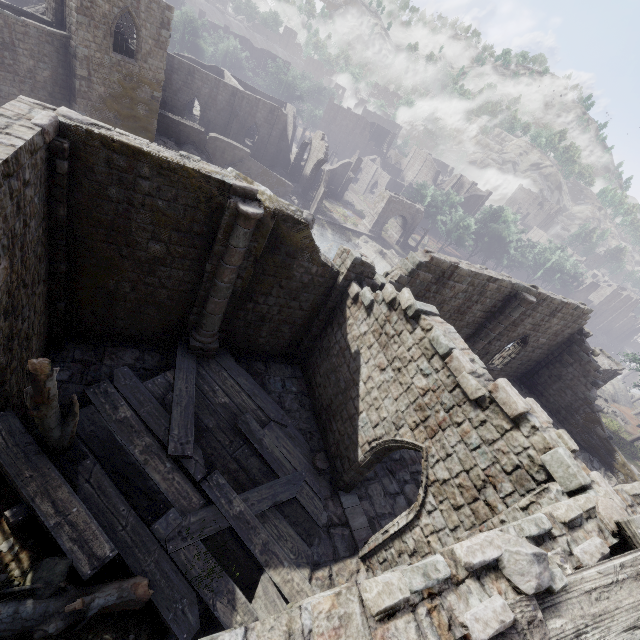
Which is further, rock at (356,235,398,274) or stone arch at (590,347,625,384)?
rock at (356,235,398,274)

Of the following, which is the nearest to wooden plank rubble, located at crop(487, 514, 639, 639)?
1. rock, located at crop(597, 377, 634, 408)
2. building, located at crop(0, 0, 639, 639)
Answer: building, located at crop(0, 0, 639, 639)

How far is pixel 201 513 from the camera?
8.16m

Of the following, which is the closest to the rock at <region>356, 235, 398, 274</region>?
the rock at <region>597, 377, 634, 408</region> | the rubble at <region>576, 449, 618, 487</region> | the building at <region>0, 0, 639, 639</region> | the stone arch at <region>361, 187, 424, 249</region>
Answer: the stone arch at <region>361, 187, 424, 249</region>

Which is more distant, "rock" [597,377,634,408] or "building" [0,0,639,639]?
"rock" [597,377,634,408]

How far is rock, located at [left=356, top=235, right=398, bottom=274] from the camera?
42.9 meters

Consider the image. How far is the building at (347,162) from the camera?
50.5m

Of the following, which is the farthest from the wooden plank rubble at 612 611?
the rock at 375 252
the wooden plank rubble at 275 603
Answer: the rock at 375 252
